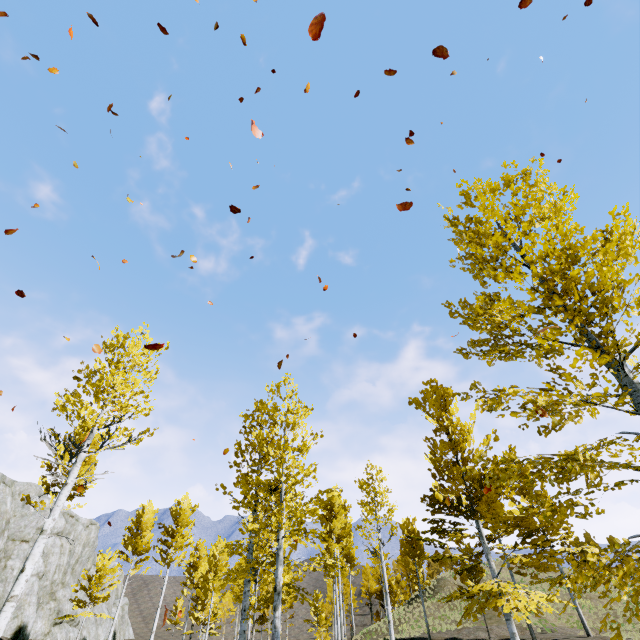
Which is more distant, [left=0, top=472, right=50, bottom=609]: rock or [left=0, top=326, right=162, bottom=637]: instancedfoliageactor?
[left=0, top=472, right=50, bottom=609]: rock

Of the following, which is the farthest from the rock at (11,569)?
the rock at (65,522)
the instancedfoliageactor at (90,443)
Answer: the instancedfoliageactor at (90,443)

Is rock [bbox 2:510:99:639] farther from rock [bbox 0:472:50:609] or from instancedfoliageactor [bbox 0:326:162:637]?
instancedfoliageactor [bbox 0:326:162:637]

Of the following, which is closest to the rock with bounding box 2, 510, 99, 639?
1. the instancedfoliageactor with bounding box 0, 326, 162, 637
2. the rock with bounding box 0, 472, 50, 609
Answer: the rock with bounding box 0, 472, 50, 609

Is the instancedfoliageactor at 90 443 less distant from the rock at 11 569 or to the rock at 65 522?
the rock at 11 569

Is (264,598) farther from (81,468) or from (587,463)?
(587,463)
